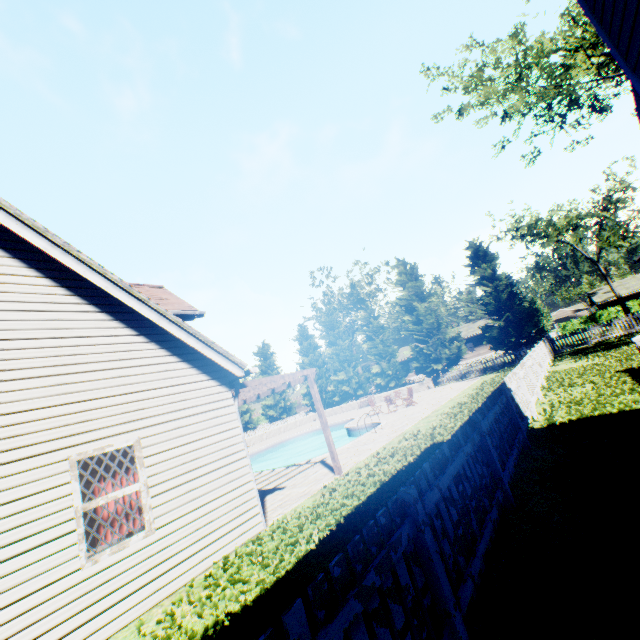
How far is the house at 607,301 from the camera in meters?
44.9 m

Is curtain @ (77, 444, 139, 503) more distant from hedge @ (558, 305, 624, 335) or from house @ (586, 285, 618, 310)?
house @ (586, 285, 618, 310)

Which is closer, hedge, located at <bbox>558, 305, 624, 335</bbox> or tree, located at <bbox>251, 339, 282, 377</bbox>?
hedge, located at <bbox>558, 305, 624, 335</bbox>

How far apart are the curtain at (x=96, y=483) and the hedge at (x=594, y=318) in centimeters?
5245cm

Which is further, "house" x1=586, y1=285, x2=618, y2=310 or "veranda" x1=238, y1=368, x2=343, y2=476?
"house" x1=586, y1=285, x2=618, y2=310

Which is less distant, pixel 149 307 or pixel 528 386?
pixel 149 307

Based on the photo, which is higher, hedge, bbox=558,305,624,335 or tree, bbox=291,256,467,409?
tree, bbox=291,256,467,409

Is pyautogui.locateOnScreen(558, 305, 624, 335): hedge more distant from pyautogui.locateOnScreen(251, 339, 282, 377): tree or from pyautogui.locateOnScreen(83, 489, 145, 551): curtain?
pyautogui.locateOnScreen(83, 489, 145, 551): curtain
